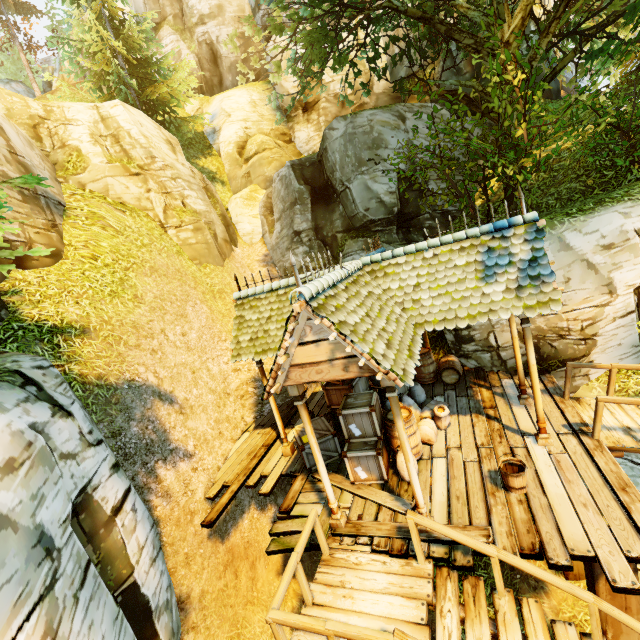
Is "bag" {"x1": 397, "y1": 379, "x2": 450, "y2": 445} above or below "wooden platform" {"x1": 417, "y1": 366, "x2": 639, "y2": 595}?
above

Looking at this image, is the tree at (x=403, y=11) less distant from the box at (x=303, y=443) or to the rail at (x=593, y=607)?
the rail at (x=593, y=607)

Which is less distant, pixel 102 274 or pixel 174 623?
pixel 174 623

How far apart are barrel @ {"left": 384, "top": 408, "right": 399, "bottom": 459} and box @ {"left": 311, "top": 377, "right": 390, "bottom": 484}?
0.10m

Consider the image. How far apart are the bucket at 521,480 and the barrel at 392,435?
1.66m

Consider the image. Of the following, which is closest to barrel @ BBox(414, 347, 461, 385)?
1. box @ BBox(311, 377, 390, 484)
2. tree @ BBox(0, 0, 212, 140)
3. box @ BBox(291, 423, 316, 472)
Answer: box @ BBox(311, 377, 390, 484)

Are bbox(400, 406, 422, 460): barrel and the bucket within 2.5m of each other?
yes

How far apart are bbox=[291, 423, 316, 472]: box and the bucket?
3.64m
